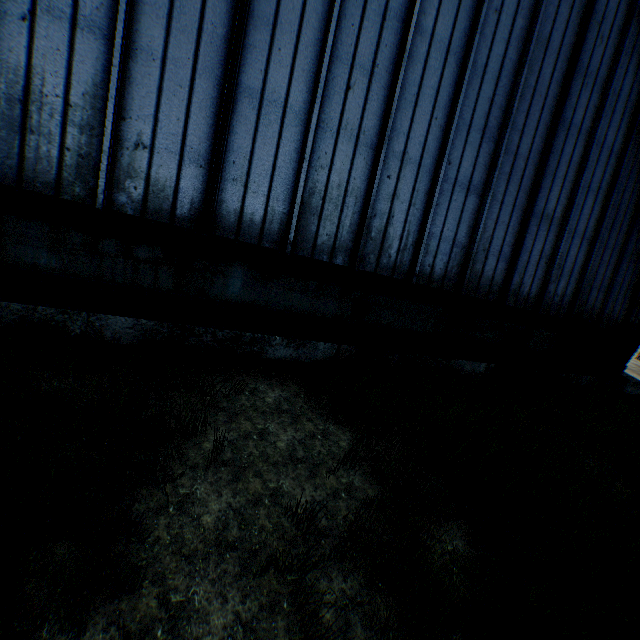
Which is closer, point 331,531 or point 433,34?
point 331,531
